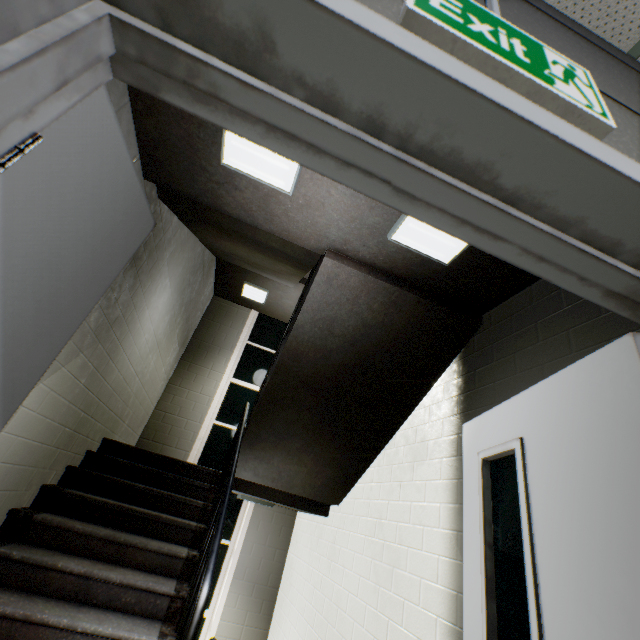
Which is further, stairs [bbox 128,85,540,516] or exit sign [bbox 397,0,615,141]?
stairs [bbox 128,85,540,516]

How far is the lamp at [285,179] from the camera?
1.98m

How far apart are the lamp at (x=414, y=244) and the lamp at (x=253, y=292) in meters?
4.3 m

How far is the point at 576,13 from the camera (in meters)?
1.21

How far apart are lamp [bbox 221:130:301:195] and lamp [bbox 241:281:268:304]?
→ 4.25m

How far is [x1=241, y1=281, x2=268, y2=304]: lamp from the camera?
6.35m

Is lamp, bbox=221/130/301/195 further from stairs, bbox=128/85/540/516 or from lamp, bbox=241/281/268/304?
lamp, bbox=241/281/268/304

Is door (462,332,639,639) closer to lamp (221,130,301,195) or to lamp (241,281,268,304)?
lamp (221,130,301,195)
